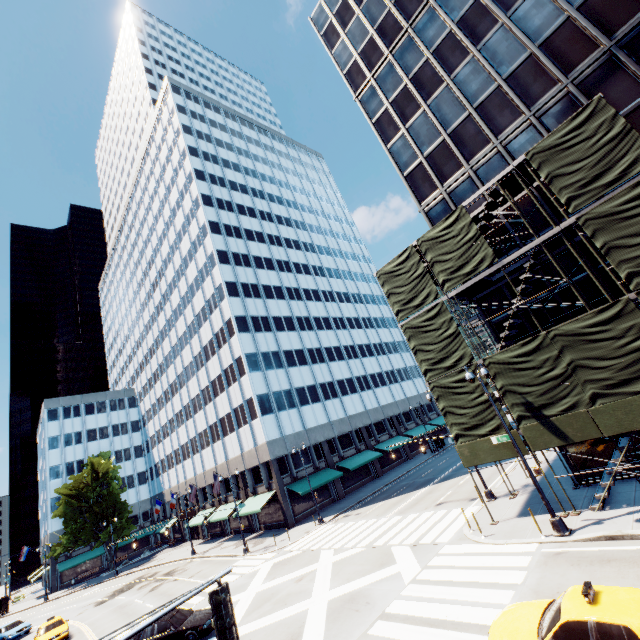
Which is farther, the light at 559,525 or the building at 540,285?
the building at 540,285

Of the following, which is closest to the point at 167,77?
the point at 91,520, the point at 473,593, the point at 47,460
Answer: the point at 47,460

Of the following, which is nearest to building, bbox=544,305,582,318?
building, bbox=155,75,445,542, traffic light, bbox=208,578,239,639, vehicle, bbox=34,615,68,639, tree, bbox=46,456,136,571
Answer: traffic light, bbox=208,578,239,639

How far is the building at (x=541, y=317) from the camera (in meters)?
18.23

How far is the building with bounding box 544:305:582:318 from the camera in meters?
17.4 m

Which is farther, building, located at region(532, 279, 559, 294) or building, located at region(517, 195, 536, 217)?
building, located at region(517, 195, 536, 217)
